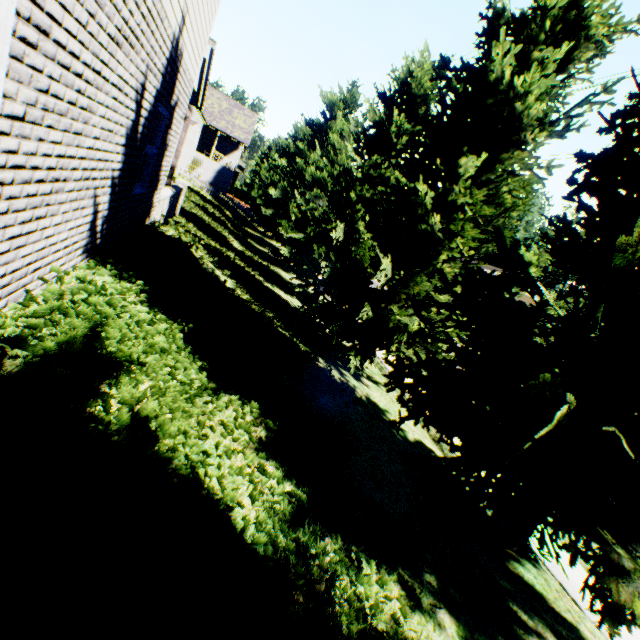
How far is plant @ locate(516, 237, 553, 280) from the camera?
28.4 meters

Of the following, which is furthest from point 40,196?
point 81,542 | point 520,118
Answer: point 520,118

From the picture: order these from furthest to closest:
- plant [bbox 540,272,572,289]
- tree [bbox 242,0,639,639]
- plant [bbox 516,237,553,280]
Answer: plant [bbox 540,272,572,289], plant [bbox 516,237,553,280], tree [bbox 242,0,639,639]

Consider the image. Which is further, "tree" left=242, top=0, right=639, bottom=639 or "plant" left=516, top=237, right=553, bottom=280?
"plant" left=516, top=237, right=553, bottom=280

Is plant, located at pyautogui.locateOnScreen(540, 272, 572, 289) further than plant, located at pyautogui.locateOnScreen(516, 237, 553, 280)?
Yes

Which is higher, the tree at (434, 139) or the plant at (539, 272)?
the plant at (539, 272)

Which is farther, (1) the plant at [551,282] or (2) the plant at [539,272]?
(1) the plant at [551,282]
